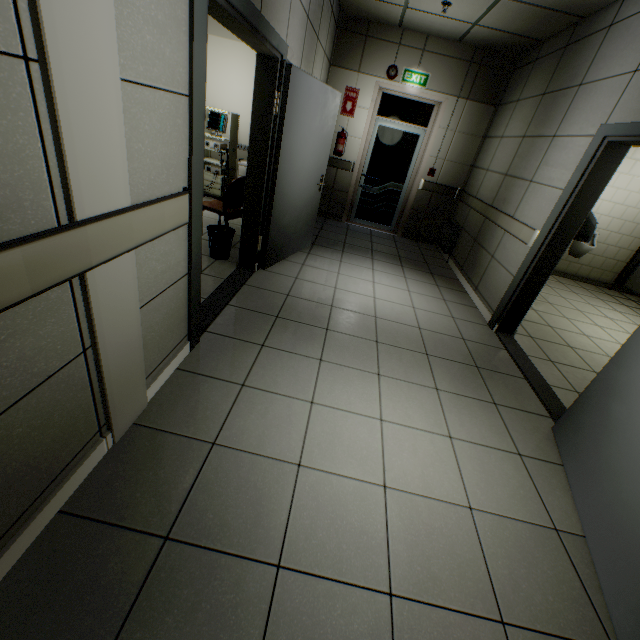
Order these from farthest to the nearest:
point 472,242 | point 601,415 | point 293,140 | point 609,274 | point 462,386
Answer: point 609,274, point 472,242, point 293,140, point 462,386, point 601,415

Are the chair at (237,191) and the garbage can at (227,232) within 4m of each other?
yes

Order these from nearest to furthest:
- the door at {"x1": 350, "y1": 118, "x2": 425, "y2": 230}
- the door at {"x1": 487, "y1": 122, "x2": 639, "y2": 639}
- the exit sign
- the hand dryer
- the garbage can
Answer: the door at {"x1": 487, "y1": 122, "x2": 639, "y2": 639}
the hand dryer
the garbage can
the exit sign
the door at {"x1": 350, "y1": 118, "x2": 425, "y2": 230}

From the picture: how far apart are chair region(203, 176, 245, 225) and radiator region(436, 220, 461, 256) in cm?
364

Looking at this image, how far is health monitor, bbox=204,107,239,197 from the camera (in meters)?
5.74

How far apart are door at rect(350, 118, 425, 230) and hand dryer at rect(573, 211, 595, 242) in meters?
3.6

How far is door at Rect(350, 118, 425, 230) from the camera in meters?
6.2 m

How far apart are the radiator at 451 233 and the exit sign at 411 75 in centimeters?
235cm
